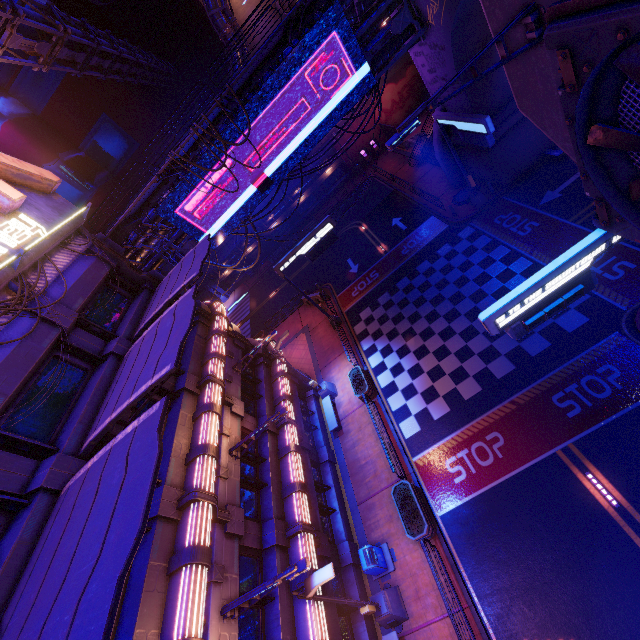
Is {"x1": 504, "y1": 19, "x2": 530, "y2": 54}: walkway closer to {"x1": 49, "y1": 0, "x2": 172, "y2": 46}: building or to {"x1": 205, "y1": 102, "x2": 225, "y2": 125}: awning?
{"x1": 205, "y1": 102, "x2": 225, "y2": 125}: awning

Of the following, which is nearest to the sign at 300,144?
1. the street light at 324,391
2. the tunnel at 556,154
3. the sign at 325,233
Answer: the sign at 325,233

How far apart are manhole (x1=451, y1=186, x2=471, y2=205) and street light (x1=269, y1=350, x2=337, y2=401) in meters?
16.3

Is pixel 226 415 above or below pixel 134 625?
below

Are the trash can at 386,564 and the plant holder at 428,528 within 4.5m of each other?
yes

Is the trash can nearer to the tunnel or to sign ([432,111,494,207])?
sign ([432,111,494,207])

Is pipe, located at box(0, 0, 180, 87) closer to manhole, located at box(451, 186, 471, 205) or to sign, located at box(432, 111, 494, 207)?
sign, located at box(432, 111, 494, 207)

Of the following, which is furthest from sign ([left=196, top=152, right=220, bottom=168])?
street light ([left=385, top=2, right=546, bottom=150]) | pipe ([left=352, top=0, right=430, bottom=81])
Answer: street light ([left=385, top=2, right=546, bottom=150])
